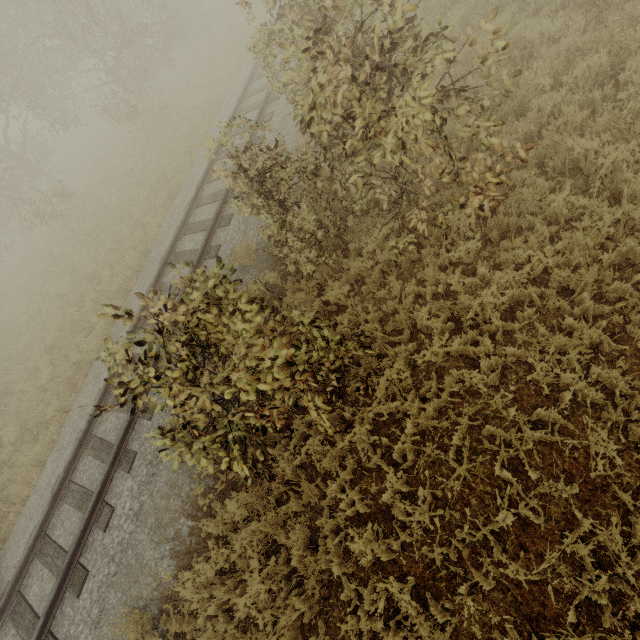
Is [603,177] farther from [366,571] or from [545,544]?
[366,571]
